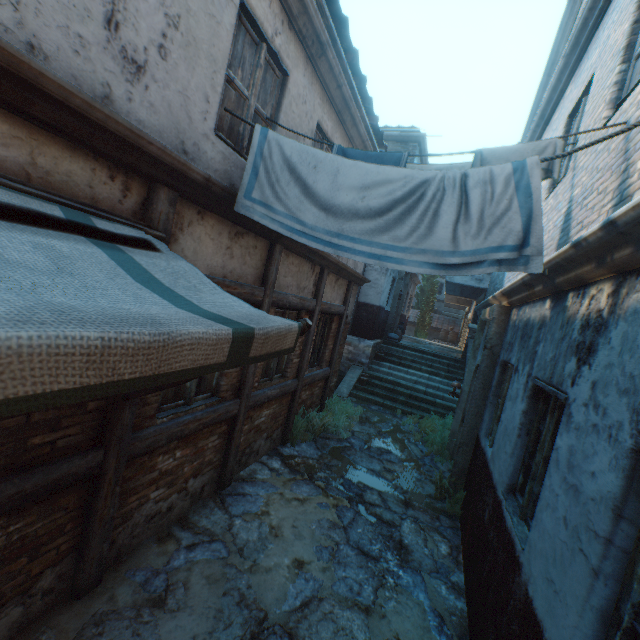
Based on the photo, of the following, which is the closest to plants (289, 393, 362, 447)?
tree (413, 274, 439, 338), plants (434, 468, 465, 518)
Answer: plants (434, 468, 465, 518)

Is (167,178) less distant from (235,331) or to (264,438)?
(235,331)

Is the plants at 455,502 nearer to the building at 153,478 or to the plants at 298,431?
the plants at 298,431

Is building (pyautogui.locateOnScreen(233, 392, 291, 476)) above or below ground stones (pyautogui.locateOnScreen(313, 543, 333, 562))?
above

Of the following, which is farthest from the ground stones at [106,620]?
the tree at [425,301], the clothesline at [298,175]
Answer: the tree at [425,301]

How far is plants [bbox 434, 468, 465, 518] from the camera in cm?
552

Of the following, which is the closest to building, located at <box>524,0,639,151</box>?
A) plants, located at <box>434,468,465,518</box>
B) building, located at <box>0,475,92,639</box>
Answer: building, located at <box>0,475,92,639</box>

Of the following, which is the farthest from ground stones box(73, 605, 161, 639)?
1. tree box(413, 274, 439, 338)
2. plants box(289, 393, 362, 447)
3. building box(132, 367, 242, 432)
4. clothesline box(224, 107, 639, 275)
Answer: tree box(413, 274, 439, 338)
